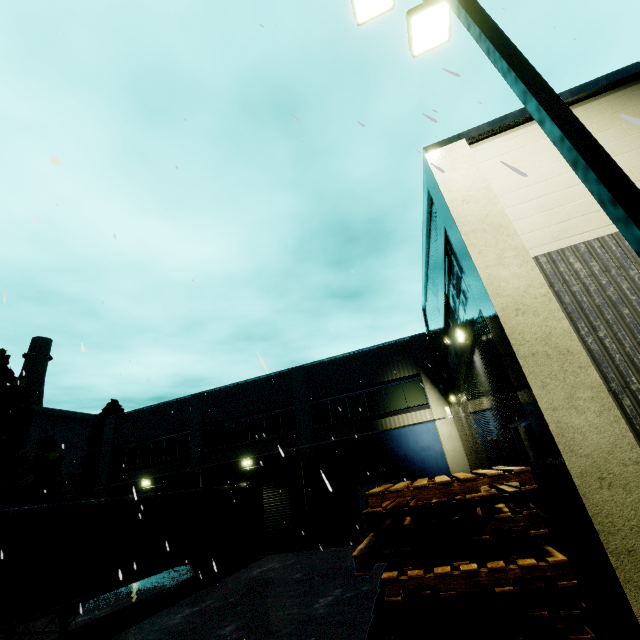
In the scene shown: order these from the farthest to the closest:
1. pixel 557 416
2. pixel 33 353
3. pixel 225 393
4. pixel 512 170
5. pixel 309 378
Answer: pixel 33 353 → pixel 225 393 → pixel 309 378 → pixel 557 416 → pixel 512 170

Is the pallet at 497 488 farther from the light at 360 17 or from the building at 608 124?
the light at 360 17

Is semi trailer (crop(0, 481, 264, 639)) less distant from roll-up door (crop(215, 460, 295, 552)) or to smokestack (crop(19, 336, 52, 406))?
roll-up door (crop(215, 460, 295, 552))

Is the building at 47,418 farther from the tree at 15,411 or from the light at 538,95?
the light at 538,95

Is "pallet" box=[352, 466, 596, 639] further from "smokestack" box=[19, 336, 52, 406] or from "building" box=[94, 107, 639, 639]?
"smokestack" box=[19, 336, 52, 406]

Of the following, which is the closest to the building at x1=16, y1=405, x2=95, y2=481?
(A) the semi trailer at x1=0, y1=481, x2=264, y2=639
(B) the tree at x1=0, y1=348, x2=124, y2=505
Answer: (B) the tree at x1=0, y1=348, x2=124, y2=505

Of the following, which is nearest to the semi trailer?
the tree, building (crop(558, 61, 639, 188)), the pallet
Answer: building (crop(558, 61, 639, 188))

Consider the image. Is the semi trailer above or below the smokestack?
below
